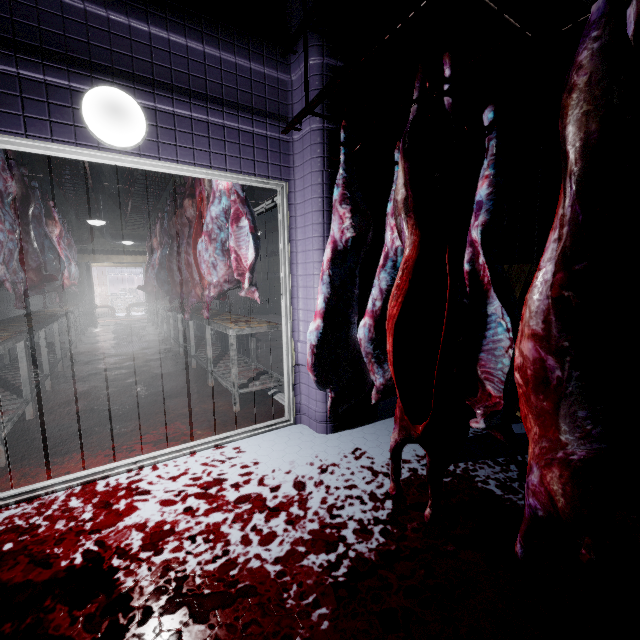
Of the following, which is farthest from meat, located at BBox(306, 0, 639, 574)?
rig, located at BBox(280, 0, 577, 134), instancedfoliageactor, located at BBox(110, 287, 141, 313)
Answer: instancedfoliageactor, located at BBox(110, 287, 141, 313)

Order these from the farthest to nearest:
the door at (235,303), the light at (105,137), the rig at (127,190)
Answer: the door at (235,303), the rig at (127,190), the light at (105,137)

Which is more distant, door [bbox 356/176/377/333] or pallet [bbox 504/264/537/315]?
pallet [bbox 504/264/537/315]

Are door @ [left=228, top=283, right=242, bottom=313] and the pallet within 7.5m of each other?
no

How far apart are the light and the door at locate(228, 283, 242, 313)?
9.8m

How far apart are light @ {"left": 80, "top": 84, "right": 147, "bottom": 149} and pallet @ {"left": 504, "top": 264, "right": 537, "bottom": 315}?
3.09m

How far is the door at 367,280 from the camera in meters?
2.5 m

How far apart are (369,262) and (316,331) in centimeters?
96cm
